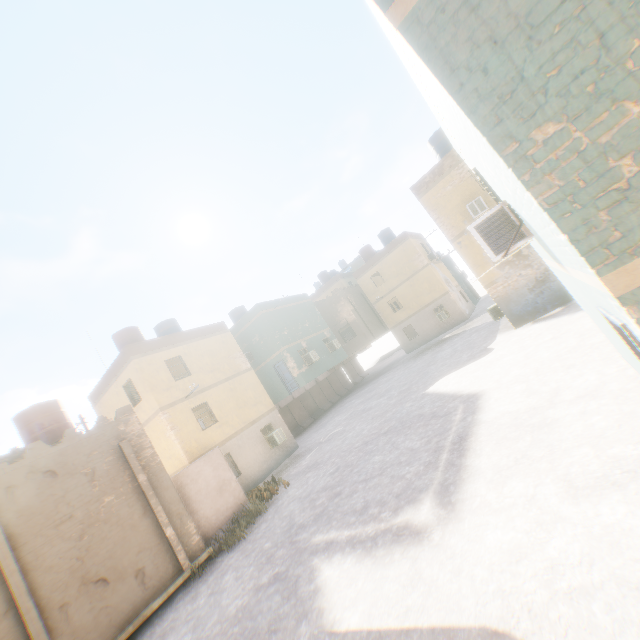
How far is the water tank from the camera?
12.7m

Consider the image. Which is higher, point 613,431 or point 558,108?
point 558,108

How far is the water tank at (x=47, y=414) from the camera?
12.70m

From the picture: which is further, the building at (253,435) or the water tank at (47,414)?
the water tank at (47,414)

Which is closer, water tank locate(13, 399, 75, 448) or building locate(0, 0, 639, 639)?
building locate(0, 0, 639, 639)
